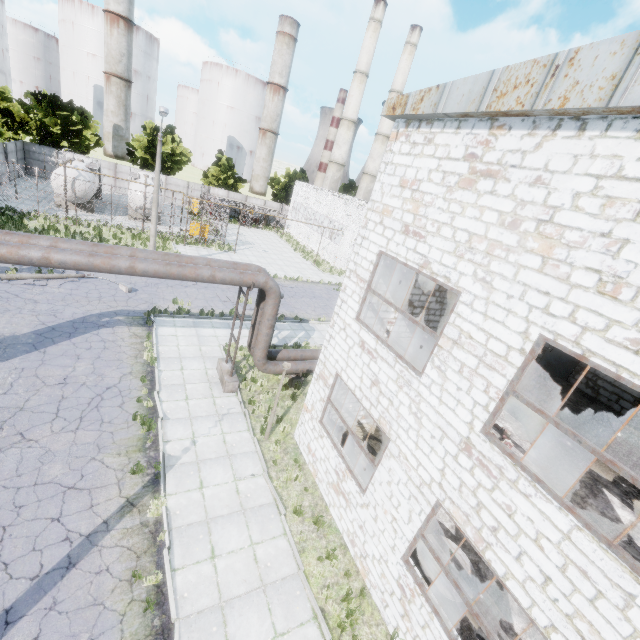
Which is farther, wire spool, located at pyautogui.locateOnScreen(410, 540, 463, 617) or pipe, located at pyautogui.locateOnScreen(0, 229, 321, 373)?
pipe, located at pyautogui.locateOnScreen(0, 229, 321, 373)

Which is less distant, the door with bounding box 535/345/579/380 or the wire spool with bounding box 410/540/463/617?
the wire spool with bounding box 410/540/463/617

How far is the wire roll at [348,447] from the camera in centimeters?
1127cm

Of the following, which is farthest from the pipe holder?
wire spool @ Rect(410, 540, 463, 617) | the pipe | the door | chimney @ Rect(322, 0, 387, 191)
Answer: chimney @ Rect(322, 0, 387, 191)

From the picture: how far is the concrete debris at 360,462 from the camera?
10.8 meters

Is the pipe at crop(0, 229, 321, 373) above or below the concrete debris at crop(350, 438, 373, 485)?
above

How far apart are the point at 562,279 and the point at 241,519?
9.6 meters

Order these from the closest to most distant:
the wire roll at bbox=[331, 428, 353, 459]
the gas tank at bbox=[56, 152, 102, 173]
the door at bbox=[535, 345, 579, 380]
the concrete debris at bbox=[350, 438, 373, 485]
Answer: the concrete debris at bbox=[350, 438, 373, 485], the wire roll at bbox=[331, 428, 353, 459], the door at bbox=[535, 345, 579, 380], the gas tank at bbox=[56, 152, 102, 173]
